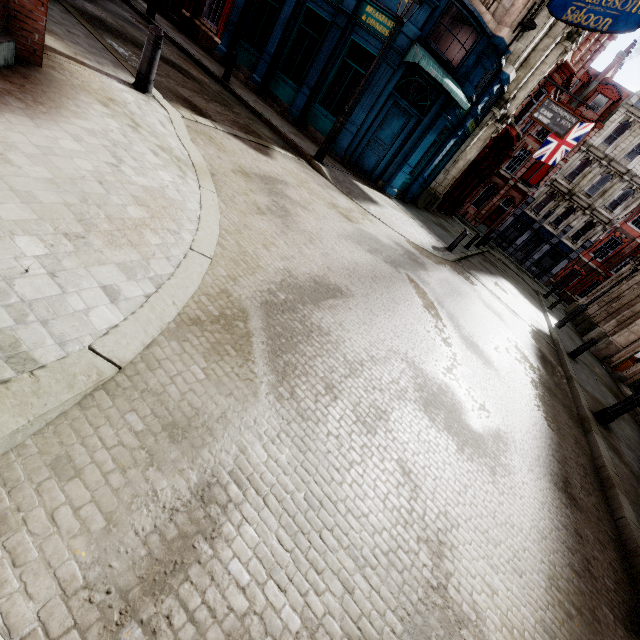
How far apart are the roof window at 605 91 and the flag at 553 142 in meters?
17.4

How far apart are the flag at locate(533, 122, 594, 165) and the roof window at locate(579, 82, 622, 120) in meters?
17.4

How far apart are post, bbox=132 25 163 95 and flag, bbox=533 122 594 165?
25.4m

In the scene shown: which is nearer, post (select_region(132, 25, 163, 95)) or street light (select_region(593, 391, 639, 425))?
post (select_region(132, 25, 163, 95))

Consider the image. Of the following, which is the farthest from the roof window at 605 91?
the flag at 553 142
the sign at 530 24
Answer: the sign at 530 24

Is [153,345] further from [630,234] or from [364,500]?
[630,234]

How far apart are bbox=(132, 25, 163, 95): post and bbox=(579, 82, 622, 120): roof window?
44.22m

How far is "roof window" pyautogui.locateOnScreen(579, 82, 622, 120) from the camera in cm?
3175
